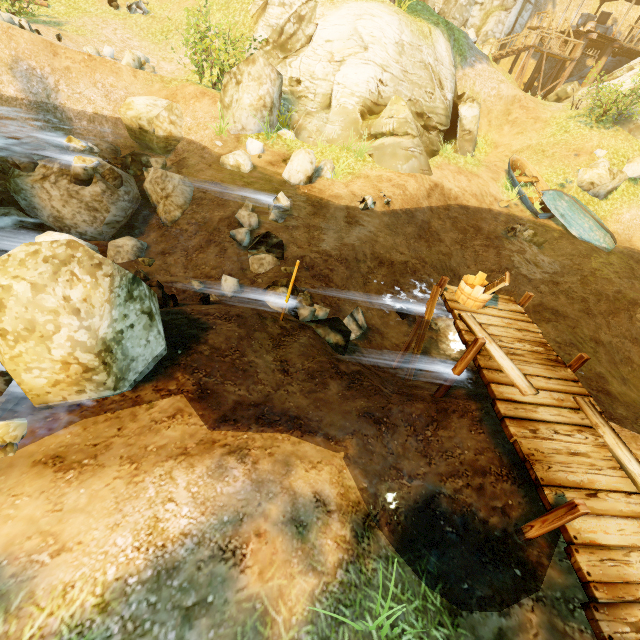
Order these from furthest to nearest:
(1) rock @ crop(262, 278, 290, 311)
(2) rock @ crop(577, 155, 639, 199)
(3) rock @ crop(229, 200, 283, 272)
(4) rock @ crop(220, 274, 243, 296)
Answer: (2) rock @ crop(577, 155, 639, 199)
(3) rock @ crop(229, 200, 283, 272)
(4) rock @ crop(220, 274, 243, 296)
(1) rock @ crop(262, 278, 290, 311)

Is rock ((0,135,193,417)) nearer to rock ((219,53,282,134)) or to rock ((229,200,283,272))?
rock ((229,200,283,272))

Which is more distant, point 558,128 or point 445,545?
point 558,128

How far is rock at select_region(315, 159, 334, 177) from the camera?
11.4m

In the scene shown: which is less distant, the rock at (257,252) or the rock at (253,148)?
the rock at (257,252)

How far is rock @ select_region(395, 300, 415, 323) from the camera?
9.9 meters

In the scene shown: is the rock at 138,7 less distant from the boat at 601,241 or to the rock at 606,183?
the boat at 601,241

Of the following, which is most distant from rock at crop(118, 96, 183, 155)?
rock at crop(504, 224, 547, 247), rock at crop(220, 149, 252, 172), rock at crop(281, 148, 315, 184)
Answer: rock at crop(504, 224, 547, 247)
